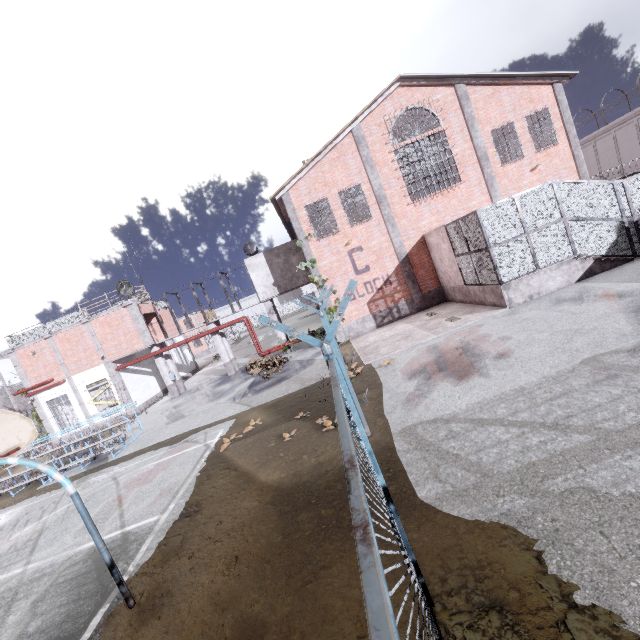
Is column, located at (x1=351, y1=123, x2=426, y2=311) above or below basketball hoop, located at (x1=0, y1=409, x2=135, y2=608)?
above

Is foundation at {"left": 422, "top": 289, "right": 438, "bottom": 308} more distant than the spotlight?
No

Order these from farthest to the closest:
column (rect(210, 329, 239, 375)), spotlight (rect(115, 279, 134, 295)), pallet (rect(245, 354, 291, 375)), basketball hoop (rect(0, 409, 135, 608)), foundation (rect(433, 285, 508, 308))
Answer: column (rect(210, 329, 239, 375)) → spotlight (rect(115, 279, 134, 295)) → pallet (rect(245, 354, 291, 375)) → foundation (rect(433, 285, 508, 308)) → basketball hoop (rect(0, 409, 135, 608))

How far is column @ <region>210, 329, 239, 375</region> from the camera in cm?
2252

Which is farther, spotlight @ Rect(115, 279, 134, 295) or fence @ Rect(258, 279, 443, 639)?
spotlight @ Rect(115, 279, 134, 295)

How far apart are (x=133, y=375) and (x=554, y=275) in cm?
2622

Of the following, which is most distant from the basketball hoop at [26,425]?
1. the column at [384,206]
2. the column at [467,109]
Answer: the column at [467,109]

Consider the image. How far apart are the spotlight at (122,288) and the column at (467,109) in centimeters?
2231cm
